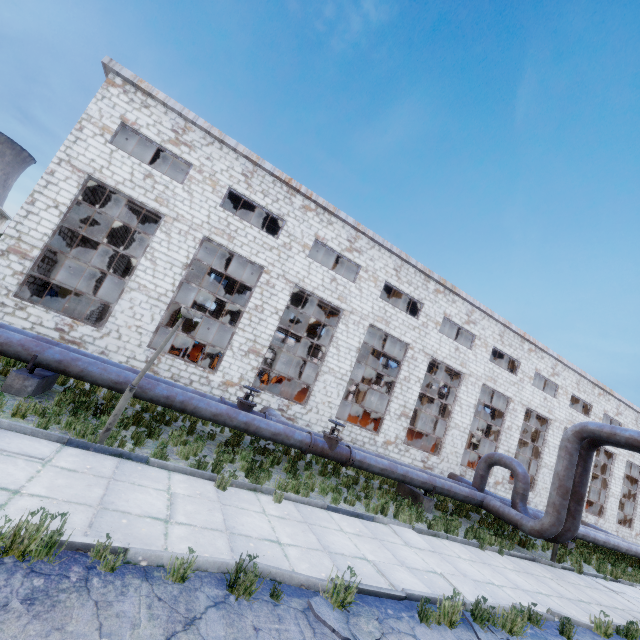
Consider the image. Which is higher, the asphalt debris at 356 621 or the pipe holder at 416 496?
the pipe holder at 416 496

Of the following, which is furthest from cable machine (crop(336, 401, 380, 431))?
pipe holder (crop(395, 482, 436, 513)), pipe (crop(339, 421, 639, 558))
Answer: pipe holder (crop(395, 482, 436, 513))

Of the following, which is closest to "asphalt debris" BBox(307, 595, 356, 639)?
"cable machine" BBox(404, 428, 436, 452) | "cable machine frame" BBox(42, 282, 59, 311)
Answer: "cable machine frame" BBox(42, 282, 59, 311)

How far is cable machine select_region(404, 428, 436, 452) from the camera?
20.92m

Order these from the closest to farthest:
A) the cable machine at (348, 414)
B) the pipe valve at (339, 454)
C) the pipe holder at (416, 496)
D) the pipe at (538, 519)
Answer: the pipe valve at (339, 454) → the pipe at (538, 519) → the pipe holder at (416, 496) → the cable machine at (348, 414)

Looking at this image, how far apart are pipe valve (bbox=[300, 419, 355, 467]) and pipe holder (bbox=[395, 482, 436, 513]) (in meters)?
3.53

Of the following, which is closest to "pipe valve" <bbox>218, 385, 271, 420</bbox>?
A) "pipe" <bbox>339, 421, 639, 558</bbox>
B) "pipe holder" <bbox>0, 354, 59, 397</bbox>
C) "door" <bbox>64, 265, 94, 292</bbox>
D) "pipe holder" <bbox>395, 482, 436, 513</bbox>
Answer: "pipe" <bbox>339, 421, 639, 558</bbox>

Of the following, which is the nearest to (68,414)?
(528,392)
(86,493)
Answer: (86,493)
